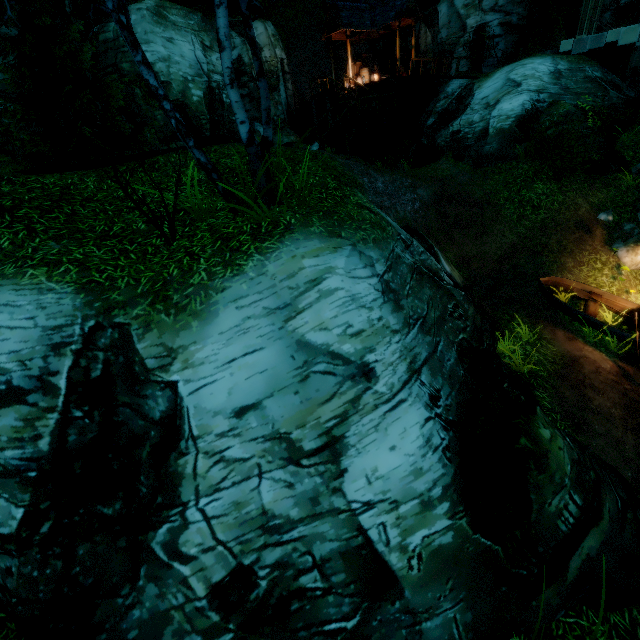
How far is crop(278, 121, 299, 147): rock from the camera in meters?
14.6 m

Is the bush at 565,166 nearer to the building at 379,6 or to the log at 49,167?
the building at 379,6

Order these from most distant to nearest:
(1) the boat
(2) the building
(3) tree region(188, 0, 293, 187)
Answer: (2) the building → (1) the boat → (3) tree region(188, 0, 293, 187)

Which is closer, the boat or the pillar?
the boat

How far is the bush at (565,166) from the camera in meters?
10.8

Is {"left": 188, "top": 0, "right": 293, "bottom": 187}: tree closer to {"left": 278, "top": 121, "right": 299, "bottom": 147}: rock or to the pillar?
the pillar

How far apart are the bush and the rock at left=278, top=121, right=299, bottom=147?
13.5m

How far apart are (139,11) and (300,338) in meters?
21.7 m
